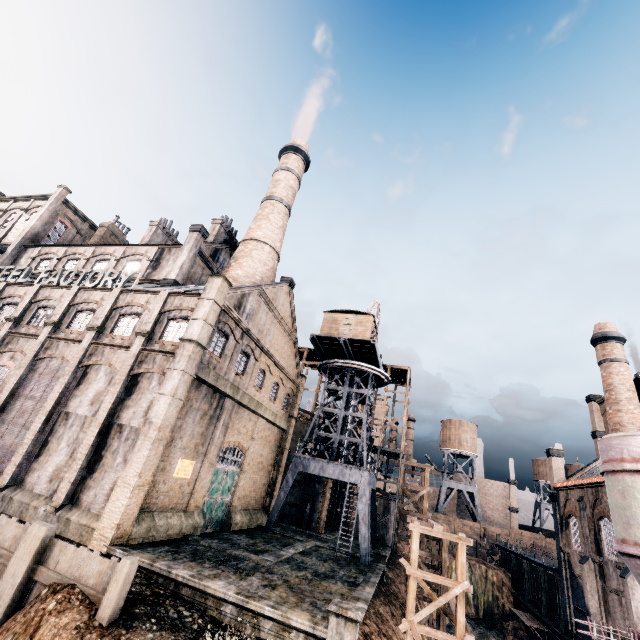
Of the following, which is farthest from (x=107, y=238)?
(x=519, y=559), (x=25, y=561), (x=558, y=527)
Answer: (x=519, y=559)

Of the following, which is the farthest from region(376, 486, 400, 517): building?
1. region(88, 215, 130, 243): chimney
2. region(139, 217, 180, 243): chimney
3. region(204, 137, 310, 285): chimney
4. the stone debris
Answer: the stone debris

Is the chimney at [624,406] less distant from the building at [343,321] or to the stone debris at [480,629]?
the stone debris at [480,629]

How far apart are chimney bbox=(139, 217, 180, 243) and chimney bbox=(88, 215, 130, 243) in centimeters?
754cm

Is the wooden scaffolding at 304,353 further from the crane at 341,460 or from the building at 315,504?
the crane at 341,460

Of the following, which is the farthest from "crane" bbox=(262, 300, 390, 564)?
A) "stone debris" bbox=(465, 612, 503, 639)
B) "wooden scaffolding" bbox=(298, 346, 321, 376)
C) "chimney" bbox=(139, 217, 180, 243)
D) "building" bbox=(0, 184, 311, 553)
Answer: "chimney" bbox=(139, 217, 180, 243)

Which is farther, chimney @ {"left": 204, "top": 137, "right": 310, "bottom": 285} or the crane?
chimney @ {"left": 204, "top": 137, "right": 310, "bottom": 285}

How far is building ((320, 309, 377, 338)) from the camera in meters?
32.1 m
